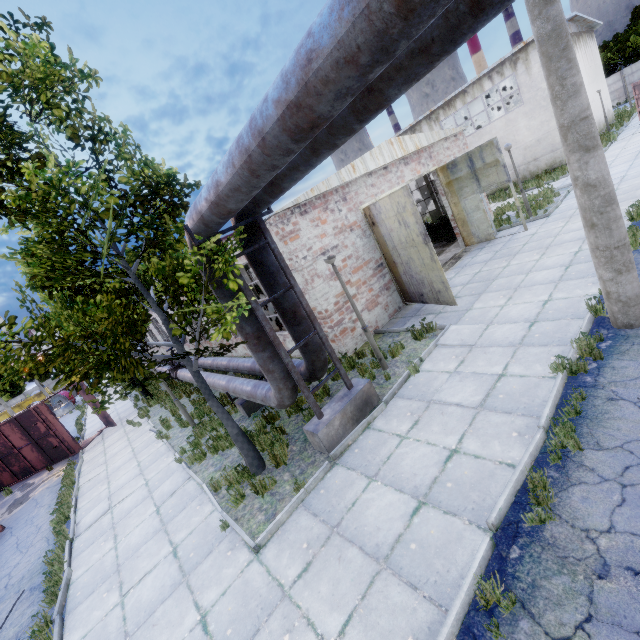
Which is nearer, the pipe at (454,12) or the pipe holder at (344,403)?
the pipe at (454,12)

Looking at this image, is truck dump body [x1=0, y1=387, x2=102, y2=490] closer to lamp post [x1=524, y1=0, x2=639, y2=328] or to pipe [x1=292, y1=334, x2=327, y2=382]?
pipe [x1=292, y1=334, x2=327, y2=382]

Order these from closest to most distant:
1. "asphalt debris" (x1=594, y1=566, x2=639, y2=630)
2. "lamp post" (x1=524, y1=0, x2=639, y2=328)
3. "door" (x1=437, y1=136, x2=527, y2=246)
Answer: "asphalt debris" (x1=594, y1=566, x2=639, y2=630) → "lamp post" (x1=524, y1=0, x2=639, y2=328) → "door" (x1=437, y1=136, x2=527, y2=246)

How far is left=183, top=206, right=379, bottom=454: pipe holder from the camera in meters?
6.1

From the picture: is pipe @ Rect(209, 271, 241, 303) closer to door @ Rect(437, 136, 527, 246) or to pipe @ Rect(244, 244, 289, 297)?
pipe @ Rect(244, 244, 289, 297)

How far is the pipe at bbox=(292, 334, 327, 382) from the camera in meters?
7.3

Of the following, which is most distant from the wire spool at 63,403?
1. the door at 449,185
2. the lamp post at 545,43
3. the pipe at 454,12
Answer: the lamp post at 545,43

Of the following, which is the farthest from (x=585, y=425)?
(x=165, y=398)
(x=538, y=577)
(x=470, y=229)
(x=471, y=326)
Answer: (x=165, y=398)
